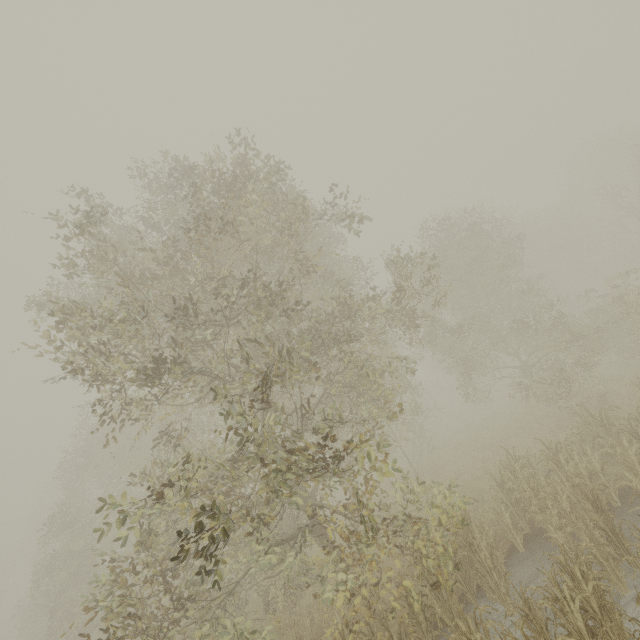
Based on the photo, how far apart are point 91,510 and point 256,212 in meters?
24.0
